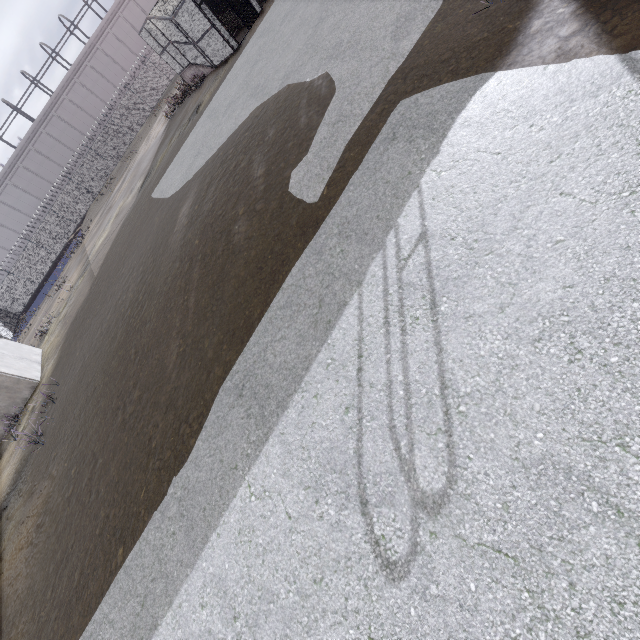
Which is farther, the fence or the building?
the fence

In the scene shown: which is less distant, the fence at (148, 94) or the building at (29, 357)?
the building at (29, 357)

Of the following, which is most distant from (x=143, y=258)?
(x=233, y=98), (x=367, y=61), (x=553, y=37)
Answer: (x=553, y=37)
